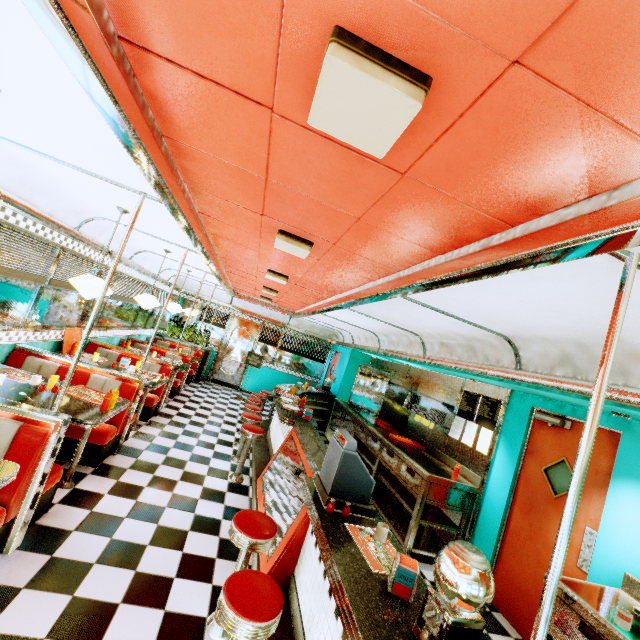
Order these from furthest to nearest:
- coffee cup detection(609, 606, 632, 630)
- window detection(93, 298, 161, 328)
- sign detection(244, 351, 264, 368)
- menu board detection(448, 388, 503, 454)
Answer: sign detection(244, 351, 264, 368)
window detection(93, 298, 161, 328)
menu board detection(448, 388, 503, 454)
coffee cup detection(609, 606, 632, 630)

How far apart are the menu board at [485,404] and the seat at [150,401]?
5.4m

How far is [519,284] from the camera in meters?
2.1

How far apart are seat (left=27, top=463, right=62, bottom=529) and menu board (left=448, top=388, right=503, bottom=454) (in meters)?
5.18

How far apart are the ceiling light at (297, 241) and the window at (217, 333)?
8.85m

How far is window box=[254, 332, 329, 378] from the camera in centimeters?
1188cm

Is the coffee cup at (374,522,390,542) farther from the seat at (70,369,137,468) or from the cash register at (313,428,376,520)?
the seat at (70,369,137,468)

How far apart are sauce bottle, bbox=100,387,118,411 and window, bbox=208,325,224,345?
7.91m
